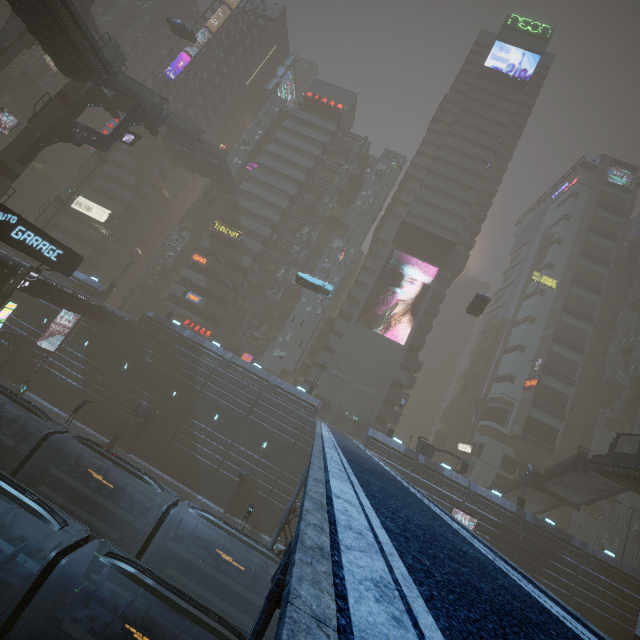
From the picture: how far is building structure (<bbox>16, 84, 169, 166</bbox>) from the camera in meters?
30.7

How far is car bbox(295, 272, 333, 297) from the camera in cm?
3493

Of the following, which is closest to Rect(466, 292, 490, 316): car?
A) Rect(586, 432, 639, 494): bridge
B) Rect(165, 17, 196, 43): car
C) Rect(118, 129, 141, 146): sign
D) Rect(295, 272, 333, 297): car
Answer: Rect(295, 272, 333, 297): car

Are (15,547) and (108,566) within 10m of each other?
yes

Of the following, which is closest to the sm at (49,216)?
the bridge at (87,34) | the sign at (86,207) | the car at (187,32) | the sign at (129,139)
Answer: the sign at (86,207)

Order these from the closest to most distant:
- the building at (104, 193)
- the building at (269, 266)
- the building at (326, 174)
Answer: the building at (104, 193), the building at (269, 266), the building at (326, 174)

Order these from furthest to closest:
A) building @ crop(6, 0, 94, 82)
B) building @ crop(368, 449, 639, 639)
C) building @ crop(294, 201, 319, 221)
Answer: building @ crop(294, 201, 319, 221), building @ crop(368, 449, 639, 639), building @ crop(6, 0, 94, 82)

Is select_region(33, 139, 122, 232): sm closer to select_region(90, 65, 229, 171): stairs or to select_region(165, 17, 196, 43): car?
select_region(165, 17, 196, 43): car
